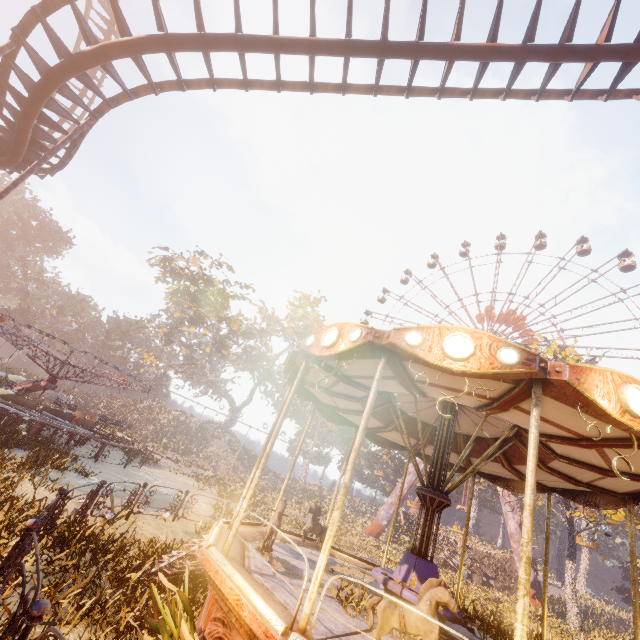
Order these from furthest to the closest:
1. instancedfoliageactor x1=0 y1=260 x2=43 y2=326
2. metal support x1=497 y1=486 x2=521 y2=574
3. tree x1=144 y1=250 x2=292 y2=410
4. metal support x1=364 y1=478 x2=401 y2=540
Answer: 1. instancedfoliageactor x1=0 y1=260 x2=43 y2=326
2. tree x1=144 y1=250 x2=292 y2=410
3. metal support x1=364 y1=478 x2=401 y2=540
4. metal support x1=497 y1=486 x2=521 y2=574

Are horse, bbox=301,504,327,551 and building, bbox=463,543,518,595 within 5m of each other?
no

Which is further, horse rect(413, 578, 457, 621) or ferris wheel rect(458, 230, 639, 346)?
ferris wheel rect(458, 230, 639, 346)

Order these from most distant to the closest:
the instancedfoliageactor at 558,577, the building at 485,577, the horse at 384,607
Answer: the instancedfoliageactor at 558,577 < the building at 485,577 < the horse at 384,607

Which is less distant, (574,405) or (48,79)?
(574,405)

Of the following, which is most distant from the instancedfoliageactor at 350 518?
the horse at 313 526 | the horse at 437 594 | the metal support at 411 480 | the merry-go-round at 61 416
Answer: the horse at 437 594

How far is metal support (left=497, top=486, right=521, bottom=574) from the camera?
28.5 meters

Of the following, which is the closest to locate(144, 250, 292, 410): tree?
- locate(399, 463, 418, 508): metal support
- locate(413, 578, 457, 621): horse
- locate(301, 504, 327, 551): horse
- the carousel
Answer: locate(399, 463, 418, 508): metal support
